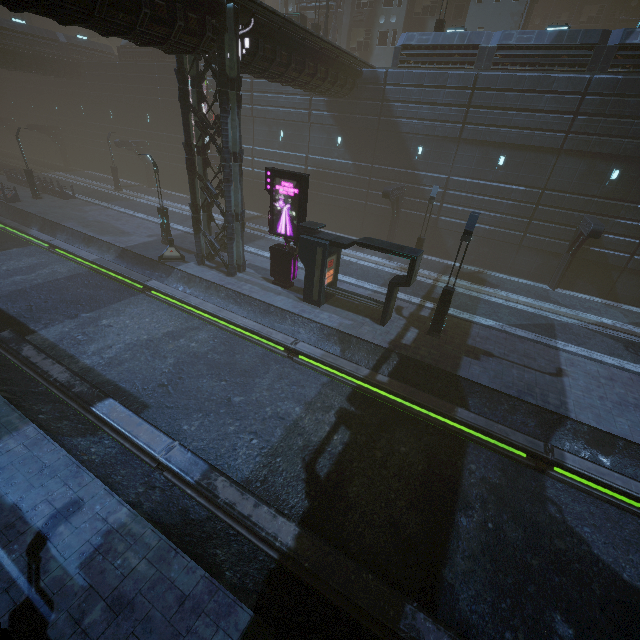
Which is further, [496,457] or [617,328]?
[617,328]

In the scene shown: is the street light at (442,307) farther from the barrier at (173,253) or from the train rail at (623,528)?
the barrier at (173,253)

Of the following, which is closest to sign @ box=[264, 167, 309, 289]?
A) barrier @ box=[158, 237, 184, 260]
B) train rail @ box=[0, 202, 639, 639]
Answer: train rail @ box=[0, 202, 639, 639]

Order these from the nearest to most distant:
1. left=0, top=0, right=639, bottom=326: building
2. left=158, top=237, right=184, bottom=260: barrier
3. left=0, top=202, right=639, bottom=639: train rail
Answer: left=0, top=202, right=639, bottom=639: train rail < left=0, top=0, right=639, bottom=326: building < left=158, top=237, right=184, bottom=260: barrier

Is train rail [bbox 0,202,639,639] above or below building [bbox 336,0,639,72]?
below

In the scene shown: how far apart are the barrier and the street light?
15.1m

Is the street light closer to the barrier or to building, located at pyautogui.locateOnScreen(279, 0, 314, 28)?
building, located at pyautogui.locateOnScreen(279, 0, 314, 28)

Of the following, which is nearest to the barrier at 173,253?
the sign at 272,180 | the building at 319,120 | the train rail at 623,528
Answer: the train rail at 623,528
